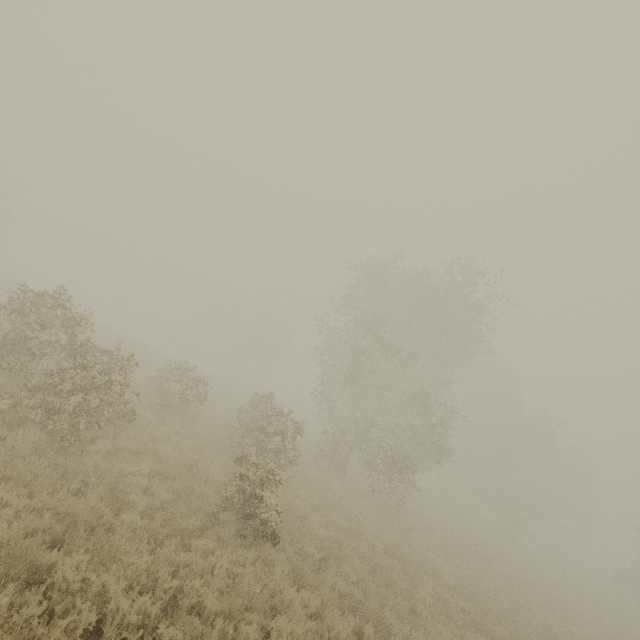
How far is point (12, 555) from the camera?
4.95m

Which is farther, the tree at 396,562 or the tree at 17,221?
the tree at 17,221

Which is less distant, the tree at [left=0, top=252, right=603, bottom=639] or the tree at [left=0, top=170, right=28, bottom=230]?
the tree at [left=0, top=252, right=603, bottom=639]
